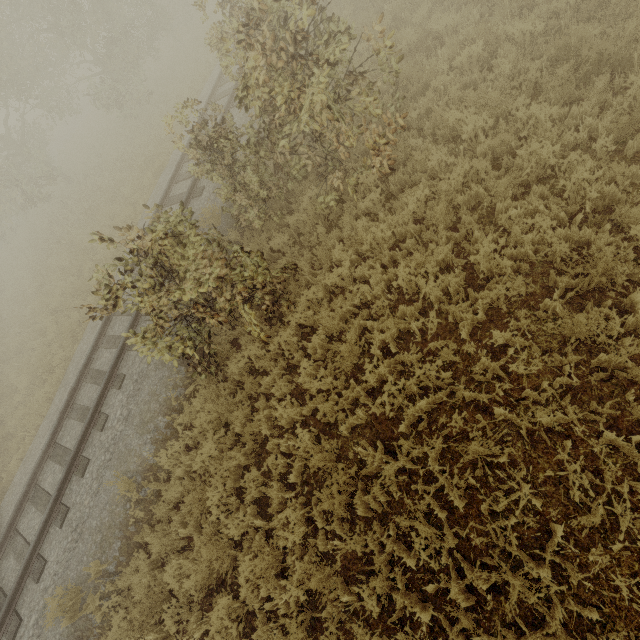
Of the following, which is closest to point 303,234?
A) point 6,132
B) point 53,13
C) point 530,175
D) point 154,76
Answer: point 530,175
